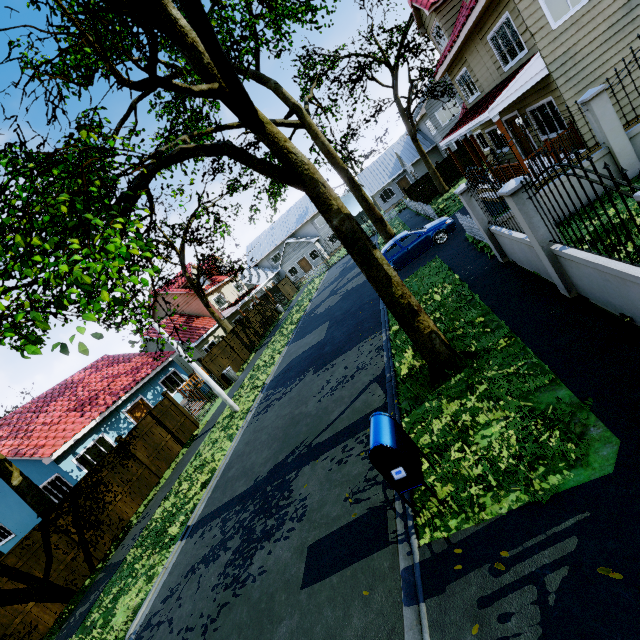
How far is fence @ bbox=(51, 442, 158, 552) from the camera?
11.1 meters

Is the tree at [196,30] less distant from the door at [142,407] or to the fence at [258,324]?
the fence at [258,324]

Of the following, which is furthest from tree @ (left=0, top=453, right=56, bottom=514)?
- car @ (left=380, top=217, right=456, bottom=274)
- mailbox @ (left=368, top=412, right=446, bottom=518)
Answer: car @ (left=380, top=217, right=456, bottom=274)

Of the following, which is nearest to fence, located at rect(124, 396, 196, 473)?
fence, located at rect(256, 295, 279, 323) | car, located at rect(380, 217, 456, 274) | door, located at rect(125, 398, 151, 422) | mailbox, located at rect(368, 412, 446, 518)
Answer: fence, located at rect(256, 295, 279, 323)

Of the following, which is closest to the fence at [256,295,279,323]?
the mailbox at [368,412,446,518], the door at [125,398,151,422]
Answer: the door at [125,398,151,422]

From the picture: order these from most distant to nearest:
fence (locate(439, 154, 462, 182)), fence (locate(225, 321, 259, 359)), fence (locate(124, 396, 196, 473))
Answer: fence (locate(439, 154, 462, 182))
fence (locate(225, 321, 259, 359))
fence (locate(124, 396, 196, 473))

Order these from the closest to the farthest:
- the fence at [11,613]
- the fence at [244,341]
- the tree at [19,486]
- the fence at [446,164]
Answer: the fence at [11,613] < the tree at [19,486] < the fence at [244,341] < the fence at [446,164]

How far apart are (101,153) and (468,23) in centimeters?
1345cm
